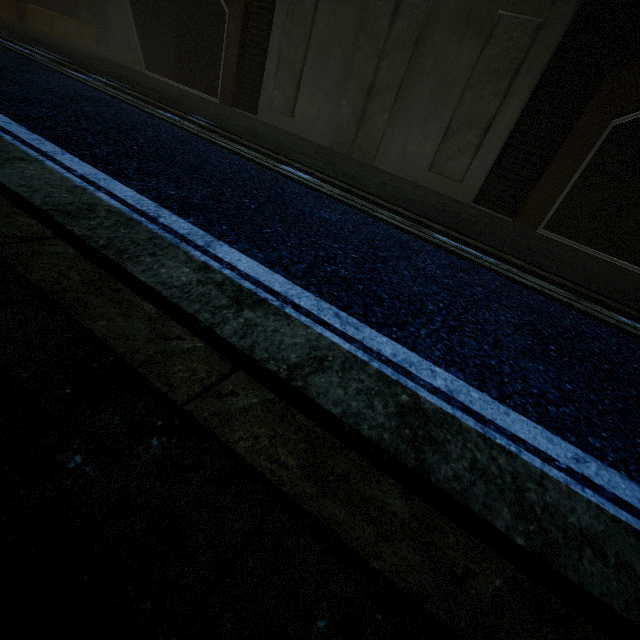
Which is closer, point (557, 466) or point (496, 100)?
point (557, 466)
